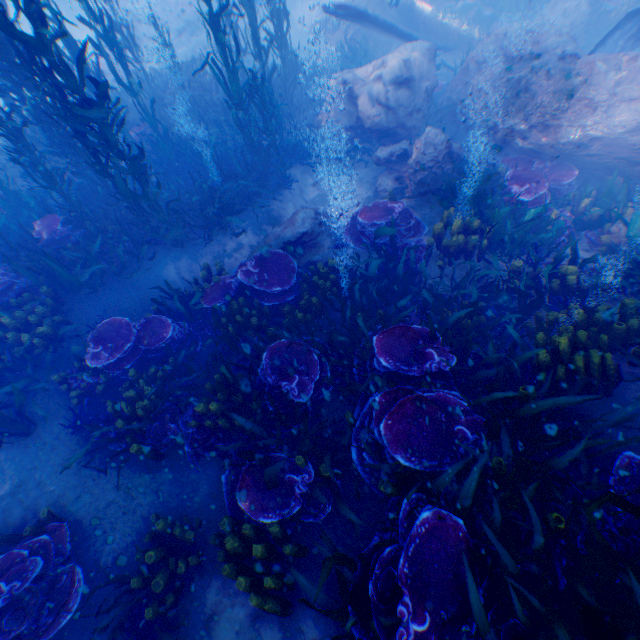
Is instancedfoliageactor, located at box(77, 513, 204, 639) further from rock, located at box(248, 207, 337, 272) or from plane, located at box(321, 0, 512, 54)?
plane, located at box(321, 0, 512, 54)

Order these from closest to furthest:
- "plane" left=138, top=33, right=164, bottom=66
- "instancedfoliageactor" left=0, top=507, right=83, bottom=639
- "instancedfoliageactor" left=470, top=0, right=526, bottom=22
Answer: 1. "instancedfoliageactor" left=0, top=507, right=83, bottom=639
2. "instancedfoliageactor" left=470, top=0, right=526, bottom=22
3. "plane" left=138, top=33, right=164, bottom=66

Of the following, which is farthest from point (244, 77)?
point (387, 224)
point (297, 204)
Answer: point (387, 224)

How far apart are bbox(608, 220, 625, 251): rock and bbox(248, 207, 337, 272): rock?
5.41m

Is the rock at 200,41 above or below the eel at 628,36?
below

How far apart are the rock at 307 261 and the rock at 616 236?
5.4m

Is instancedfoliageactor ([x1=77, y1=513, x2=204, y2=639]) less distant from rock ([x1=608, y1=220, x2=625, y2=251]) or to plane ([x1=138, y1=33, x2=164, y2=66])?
rock ([x1=608, y1=220, x2=625, y2=251])

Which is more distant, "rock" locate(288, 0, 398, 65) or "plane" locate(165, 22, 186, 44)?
"plane" locate(165, 22, 186, 44)
